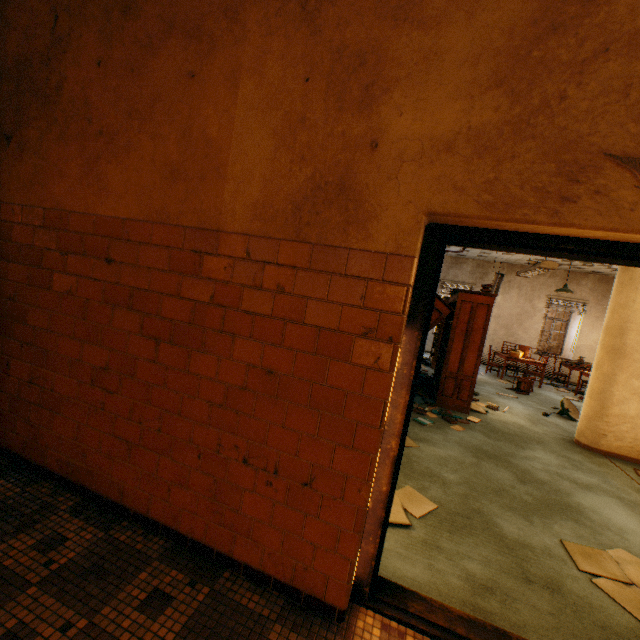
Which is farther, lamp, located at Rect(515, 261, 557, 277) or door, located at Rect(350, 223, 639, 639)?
lamp, located at Rect(515, 261, 557, 277)

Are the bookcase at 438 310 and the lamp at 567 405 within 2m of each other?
no

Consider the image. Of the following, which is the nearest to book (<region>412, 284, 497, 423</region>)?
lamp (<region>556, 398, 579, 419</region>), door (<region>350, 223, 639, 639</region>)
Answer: lamp (<region>556, 398, 579, 419</region>)

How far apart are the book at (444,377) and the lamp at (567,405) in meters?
1.6

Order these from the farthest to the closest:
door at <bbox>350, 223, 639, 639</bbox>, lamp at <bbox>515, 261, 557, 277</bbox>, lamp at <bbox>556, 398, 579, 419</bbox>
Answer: lamp at <bbox>556, 398, 579, 419</bbox> → lamp at <bbox>515, 261, 557, 277</bbox> → door at <bbox>350, 223, 639, 639</bbox>

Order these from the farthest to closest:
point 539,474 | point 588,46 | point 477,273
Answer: point 477,273, point 539,474, point 588,46

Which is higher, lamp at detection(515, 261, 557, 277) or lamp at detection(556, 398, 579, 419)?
lamp at detection(515, 261, 557, 277)

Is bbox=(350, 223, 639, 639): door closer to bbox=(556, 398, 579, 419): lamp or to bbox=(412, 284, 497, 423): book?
bbox=(412, 284, 497, 423): book
